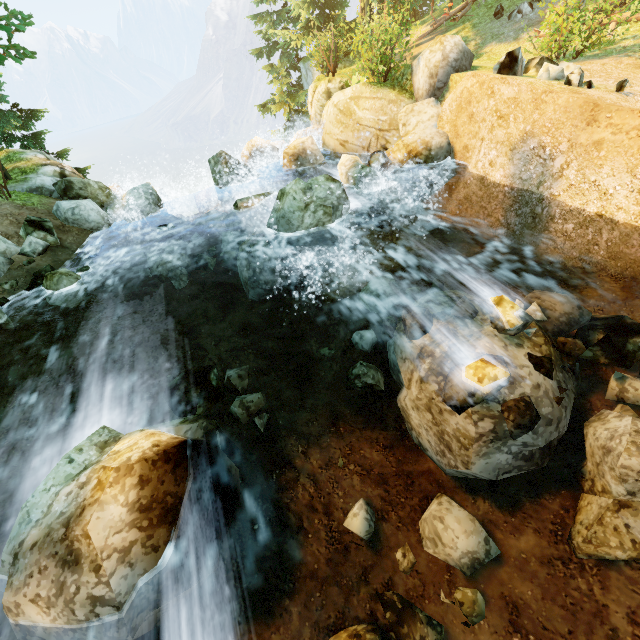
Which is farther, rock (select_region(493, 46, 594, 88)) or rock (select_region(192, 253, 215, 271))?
rock (select_region(192, 253, 215, 271))

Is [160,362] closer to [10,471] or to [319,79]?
[10,471]

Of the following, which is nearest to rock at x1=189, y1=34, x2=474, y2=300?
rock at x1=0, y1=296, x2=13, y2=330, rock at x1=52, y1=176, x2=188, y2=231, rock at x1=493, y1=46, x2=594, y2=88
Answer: rock at x1=52, y1=176, x2=188, y2=231

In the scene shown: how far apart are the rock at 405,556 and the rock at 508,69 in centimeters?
1093cm

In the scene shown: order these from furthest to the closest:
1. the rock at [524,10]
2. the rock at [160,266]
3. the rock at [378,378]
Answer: the rock at [524,10]
the rock at [160,266]
the rock at [378,378]

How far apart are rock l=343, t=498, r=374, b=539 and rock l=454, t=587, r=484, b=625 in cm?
69

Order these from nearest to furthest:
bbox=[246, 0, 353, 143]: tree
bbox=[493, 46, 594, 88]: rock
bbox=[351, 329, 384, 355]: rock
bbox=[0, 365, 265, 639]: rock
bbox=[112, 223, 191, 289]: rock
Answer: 1. bbox=[0, 365, 265, 639]: rock
2. bbox=[351, 329, 384, 355]: rock
3. bbox=[493, 46, 594, 88]: rock
4. bbox=[112, 223, 191, 289]: rock
5. bbox=[246, 0, 353, 143]: tree

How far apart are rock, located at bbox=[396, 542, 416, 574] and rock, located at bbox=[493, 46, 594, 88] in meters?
10.9
